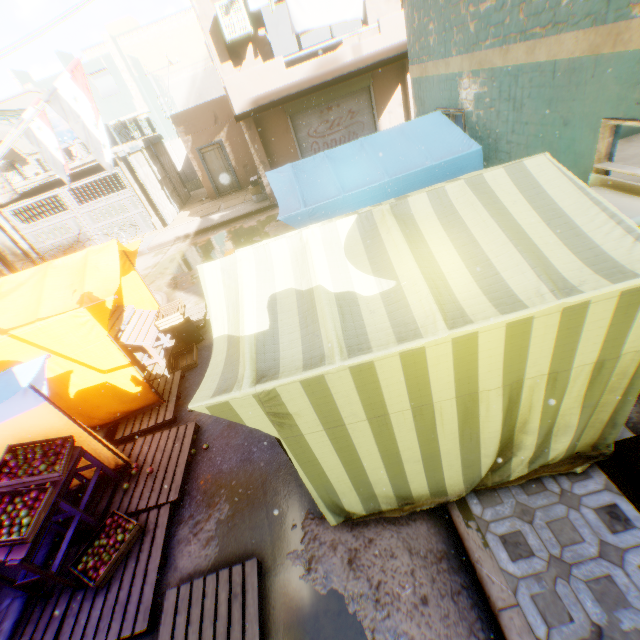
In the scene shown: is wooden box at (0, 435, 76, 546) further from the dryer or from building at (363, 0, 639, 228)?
the dryer

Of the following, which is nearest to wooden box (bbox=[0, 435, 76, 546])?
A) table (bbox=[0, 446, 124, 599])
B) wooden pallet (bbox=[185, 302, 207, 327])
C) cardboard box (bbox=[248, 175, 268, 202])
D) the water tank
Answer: table (bbox=[0, 446, 124, 599])

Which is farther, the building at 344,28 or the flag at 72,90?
the building at 344,28

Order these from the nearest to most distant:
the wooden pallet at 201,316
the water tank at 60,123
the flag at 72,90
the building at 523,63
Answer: the building at 523,63 → the flag at 72,90 → the wooden pallet at 201,316 → the water tank at 60,123

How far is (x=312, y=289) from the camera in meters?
2.5

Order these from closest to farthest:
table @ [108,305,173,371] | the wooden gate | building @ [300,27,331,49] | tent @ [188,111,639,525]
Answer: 1. tent @ [188,111,639,525]
2. table @ [108,305,173,371]
3. the wooden gate
4. building @ [300,27,331,49]

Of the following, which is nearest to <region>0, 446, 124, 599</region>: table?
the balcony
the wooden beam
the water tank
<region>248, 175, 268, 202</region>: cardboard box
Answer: the balcony

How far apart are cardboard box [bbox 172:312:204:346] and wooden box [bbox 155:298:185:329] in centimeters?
2cm
